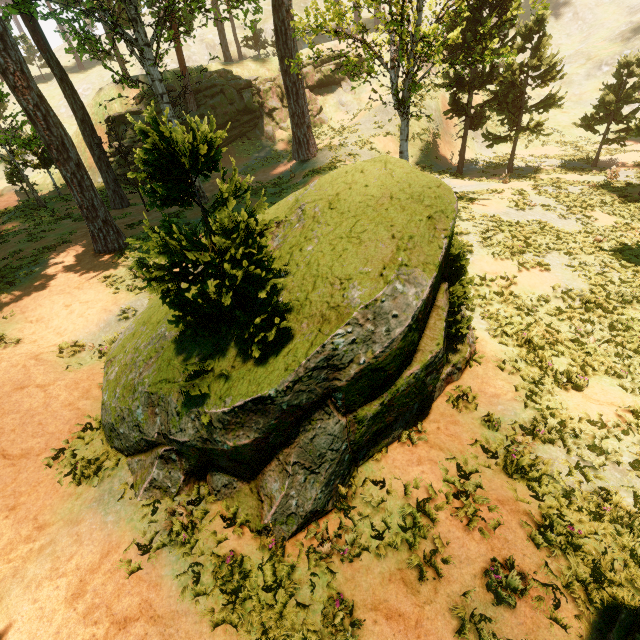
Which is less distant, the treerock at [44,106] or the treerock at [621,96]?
the treerock at [44,106]

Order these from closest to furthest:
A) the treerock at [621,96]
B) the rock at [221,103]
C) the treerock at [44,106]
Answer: the treerock at [44,106]
the treerock at [621,96]
the rock at [221,103]

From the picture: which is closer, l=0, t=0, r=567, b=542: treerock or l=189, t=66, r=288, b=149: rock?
l=0, t=0, r=567, b=542: treerock

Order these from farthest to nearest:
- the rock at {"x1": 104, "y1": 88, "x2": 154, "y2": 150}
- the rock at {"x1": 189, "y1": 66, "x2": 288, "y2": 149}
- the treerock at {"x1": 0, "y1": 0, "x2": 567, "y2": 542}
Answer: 1. the rock at {"x1": 189, "y1": 66, "x2": 288, "y2": 149}
2. the rock at {"x1": 104, "y1": 88, "x2": 154, "y2": 150}
3. the treerock at {"x1": 0, "y1": 0, "x2": 567, "y2": 542}

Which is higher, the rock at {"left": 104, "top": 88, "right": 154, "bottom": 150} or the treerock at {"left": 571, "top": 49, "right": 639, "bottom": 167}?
the rock at {"left": 104, "top": 88, "right": 154, "bottom": 150}

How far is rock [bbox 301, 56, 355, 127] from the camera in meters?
33.0 m

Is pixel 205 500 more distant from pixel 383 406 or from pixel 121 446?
pixel 383 406
